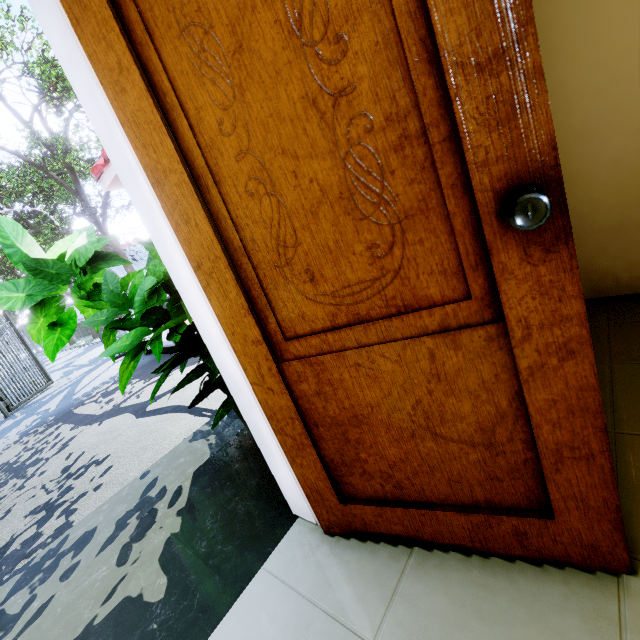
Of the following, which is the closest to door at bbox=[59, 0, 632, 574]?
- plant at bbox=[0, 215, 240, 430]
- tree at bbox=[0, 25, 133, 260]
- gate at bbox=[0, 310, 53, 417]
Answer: plant at bbox=[0, 215, 240, 430]

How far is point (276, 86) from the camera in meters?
0.7

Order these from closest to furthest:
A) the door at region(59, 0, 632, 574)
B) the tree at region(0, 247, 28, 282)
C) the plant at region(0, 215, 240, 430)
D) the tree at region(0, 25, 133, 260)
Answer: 1. the door at region(59, 0, 632, 574)
2. the plant at region(0, 215, 240, 430)
3. the tree at region(0, 25, 133, 260)
4. the tree at region(0, 247, 28, 282)

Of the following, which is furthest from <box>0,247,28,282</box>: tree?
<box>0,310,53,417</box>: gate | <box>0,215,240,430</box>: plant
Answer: <box>0,215,240,430</box>: plant

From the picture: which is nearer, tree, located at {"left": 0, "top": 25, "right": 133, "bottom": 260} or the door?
the door

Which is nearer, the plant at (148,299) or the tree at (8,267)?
the plant at (148,299)

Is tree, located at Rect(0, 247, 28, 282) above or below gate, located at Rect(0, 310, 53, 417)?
above

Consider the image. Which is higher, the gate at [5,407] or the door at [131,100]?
the door at [131,100]
